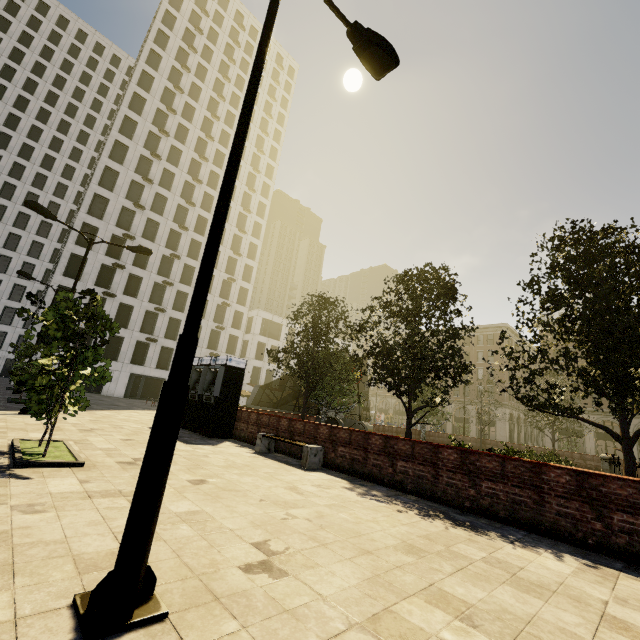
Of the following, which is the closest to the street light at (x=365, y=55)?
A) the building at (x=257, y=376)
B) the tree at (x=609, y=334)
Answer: the tree at (x=609, y=334)

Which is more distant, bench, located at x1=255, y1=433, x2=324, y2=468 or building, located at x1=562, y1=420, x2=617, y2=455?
building, located at x1=562, y1=420, x2=617, y2=455

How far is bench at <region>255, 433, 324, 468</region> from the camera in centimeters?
914cm

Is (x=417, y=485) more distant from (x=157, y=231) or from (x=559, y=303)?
(x=157, y=231)

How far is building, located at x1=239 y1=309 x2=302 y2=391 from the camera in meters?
50.6 m

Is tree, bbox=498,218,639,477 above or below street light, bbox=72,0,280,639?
above

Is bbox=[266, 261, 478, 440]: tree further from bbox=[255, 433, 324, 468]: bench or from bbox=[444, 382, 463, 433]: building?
bbox=[255, 433, 324, 468]: bench

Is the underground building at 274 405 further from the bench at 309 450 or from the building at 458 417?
the building at 458 417
